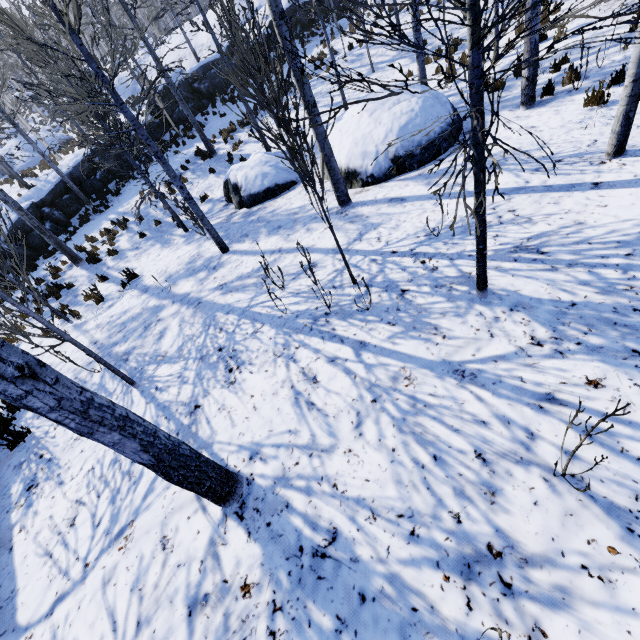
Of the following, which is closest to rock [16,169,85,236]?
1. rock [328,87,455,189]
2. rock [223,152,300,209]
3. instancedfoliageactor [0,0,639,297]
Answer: instancedfoliageactor [0,0,639,297]

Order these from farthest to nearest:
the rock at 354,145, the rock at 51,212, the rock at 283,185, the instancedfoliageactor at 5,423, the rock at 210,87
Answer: the rock at 210,87 < the rock at 51,212 < the rock at 283,185 < the rock at 354,145 < the instancedfoliageactor at 5,423

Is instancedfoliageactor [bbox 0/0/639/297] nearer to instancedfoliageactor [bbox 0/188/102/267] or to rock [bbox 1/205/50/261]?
rock [bbox 1/205/50/261]

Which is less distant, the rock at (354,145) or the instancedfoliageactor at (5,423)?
the instancedfoliageactor at (5,423)

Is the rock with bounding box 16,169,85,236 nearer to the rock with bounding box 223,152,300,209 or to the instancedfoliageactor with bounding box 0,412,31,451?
the instancedfoliageactor with bounding box 0,412,31,451

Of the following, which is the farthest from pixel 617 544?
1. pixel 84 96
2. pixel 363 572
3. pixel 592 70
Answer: pixel 592 70

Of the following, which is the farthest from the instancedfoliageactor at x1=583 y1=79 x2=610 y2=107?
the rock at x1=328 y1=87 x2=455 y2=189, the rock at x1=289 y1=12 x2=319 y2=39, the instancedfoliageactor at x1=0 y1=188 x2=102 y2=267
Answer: the instancedfoliageactor at x1=0 y1=188 x2=102 y2=267

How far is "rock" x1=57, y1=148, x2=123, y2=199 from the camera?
17.2 meters
